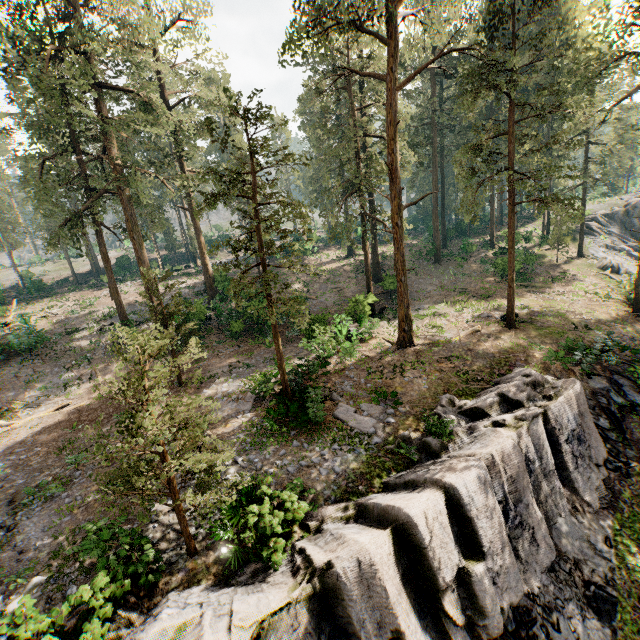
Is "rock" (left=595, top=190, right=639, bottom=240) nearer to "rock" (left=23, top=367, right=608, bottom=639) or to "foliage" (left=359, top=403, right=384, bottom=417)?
"foliage" (left=359, top=403, right=384, bottom=417)

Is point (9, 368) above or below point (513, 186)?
below

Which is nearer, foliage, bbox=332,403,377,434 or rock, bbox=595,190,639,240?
foliage, bbox=332,403,377,434

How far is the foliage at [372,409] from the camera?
14.9m

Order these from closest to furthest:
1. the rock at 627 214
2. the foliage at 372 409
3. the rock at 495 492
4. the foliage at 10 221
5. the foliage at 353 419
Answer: the rock at 495 492 < the foliage at 353 419 < the foliage at 372 409 < the rock at 627 214 < the foliage at 10 221

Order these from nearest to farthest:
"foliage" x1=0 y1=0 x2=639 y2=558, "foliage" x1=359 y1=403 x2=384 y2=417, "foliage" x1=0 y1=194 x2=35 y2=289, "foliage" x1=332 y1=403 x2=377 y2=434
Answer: "foliage" x1=0 y1=0 x2=639 y2=558 → "foliage" x1=332 y1=403 x2=377 y2=434 → "foliage" x1=359 y1=403 x2=384 y2=417 → "foliage" x1=0 y1=194 x2=35 y2=289
